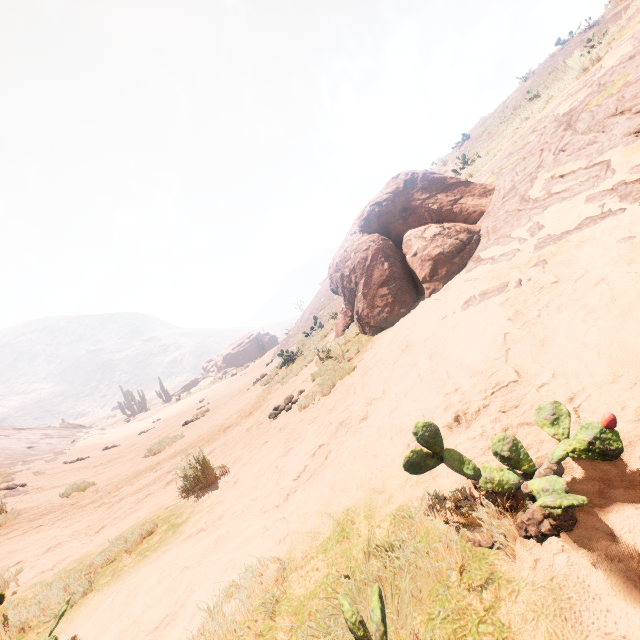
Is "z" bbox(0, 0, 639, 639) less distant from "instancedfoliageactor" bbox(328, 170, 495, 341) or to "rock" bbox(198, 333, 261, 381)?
"instancedfoliageactor" bbox(328, 170, 495, 341)

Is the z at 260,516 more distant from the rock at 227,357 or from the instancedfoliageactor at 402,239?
the rock at 227,357

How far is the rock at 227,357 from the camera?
53.6m

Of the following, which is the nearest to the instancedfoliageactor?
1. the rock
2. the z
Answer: the z

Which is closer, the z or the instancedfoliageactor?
the z

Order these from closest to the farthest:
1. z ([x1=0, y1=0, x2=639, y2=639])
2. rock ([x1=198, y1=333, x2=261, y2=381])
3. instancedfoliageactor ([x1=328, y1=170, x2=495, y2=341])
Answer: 1. z ([x1=0, y1=0, x2=639, y2=639])
2. instancedfoliageactor ([x1=328, y1=170, x2=495, y2=341])
3. rock ([x1=198, y1=333, x2=261, y2=381])

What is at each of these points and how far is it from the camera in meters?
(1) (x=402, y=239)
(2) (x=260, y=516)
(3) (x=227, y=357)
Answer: (1) instancedfoliageactor, 6.6
(2) z, 2.5
(3) rock, 54.1
